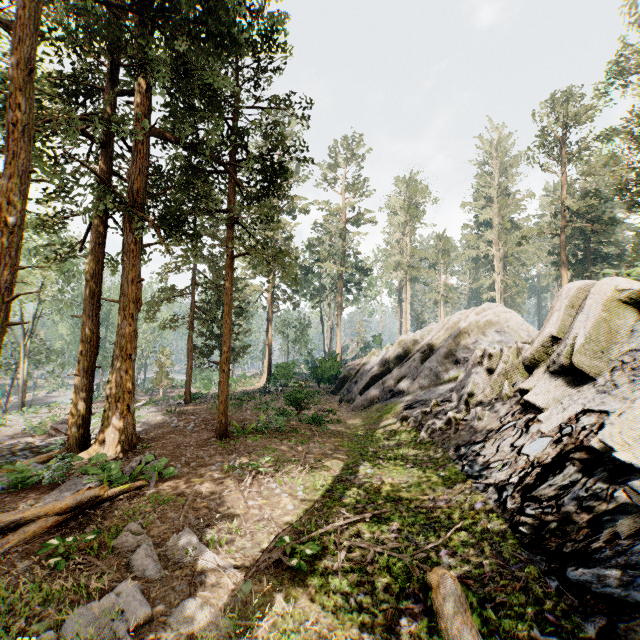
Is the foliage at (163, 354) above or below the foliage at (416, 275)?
below

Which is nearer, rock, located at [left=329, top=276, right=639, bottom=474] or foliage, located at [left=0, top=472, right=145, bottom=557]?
foliage, located at [left=0, top=472, right=145, bottom=557]

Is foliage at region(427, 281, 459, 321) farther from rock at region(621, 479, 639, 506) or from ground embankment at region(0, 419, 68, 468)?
rock at region(621, 479, 639, 506)

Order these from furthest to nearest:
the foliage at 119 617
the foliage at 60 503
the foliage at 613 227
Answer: the foliage at 613 227 → the foliage at 60 503 → the foliage at 119 617

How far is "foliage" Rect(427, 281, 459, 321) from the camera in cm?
5798

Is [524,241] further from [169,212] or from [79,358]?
[79,358]
